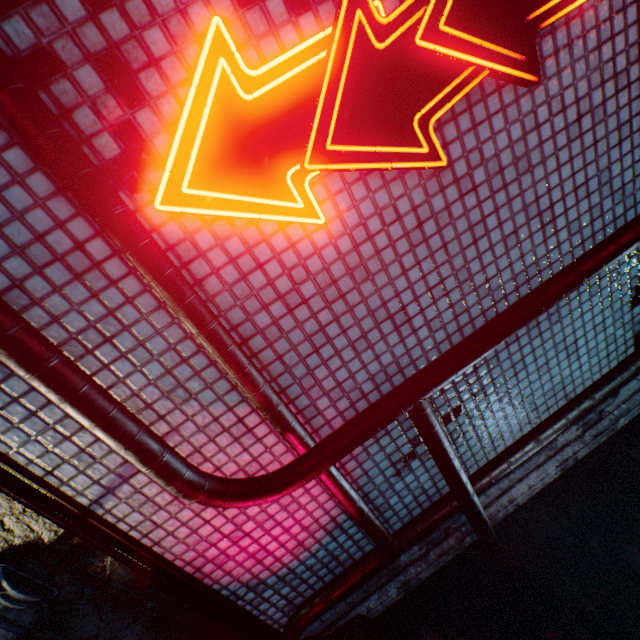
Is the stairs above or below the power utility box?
below

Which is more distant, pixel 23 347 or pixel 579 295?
pixel 579 295

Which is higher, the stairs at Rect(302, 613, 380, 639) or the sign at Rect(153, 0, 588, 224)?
the sign at Rect(153, 0, 588, 224)

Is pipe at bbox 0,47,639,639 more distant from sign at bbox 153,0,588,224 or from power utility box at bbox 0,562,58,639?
power utility box at bbox 0,562,58,639

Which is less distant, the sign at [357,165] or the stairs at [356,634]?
the sign at [357,165]

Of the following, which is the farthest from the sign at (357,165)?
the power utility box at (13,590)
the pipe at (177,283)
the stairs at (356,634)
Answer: the stairs at (356,634)

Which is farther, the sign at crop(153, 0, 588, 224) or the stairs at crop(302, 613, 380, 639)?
the stairs at crop(302, 613, 380, 639)

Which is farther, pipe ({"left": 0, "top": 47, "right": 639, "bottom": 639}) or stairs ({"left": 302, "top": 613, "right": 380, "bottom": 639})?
stairs ({"left": 302, "top": 613, "right": 380, "bottom": 639})
